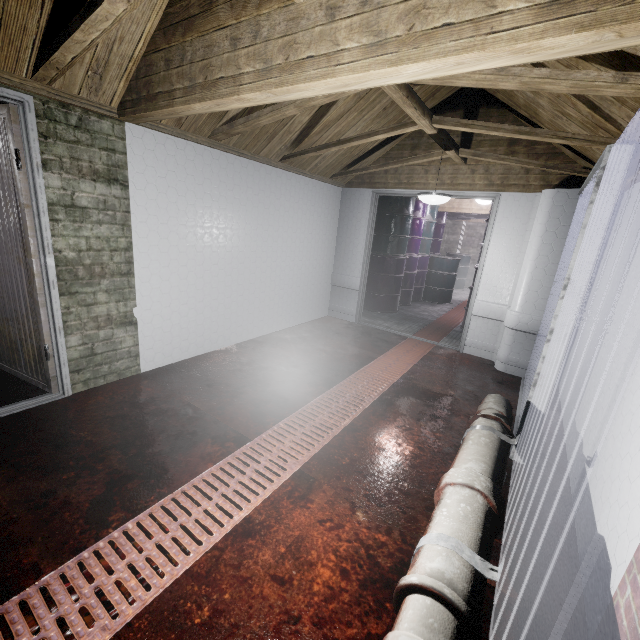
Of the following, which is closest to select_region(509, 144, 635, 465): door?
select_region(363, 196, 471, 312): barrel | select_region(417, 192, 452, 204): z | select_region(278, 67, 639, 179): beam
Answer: select_region(278, 67, 639, 179): beam

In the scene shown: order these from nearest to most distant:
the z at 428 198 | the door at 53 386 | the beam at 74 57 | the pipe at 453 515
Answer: the pipe at 453 515 < the beam at 74 57 < the door at 53 386 < the z at 428 198

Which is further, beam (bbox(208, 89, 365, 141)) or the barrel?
the barrel

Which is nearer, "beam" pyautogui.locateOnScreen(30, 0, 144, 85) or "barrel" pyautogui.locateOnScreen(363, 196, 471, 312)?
"beam" pyautogui.locateOnScreen(30, 0, 144, 85)

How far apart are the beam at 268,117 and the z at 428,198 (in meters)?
0.49

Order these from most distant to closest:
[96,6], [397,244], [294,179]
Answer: [397,244] < [294,179] < [96,6]

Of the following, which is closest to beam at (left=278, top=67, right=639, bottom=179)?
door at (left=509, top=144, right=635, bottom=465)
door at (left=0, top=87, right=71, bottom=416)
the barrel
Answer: door at (left=509, top=144, right=635, bottom=465)

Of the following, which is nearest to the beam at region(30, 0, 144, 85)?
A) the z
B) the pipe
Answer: the pipe
